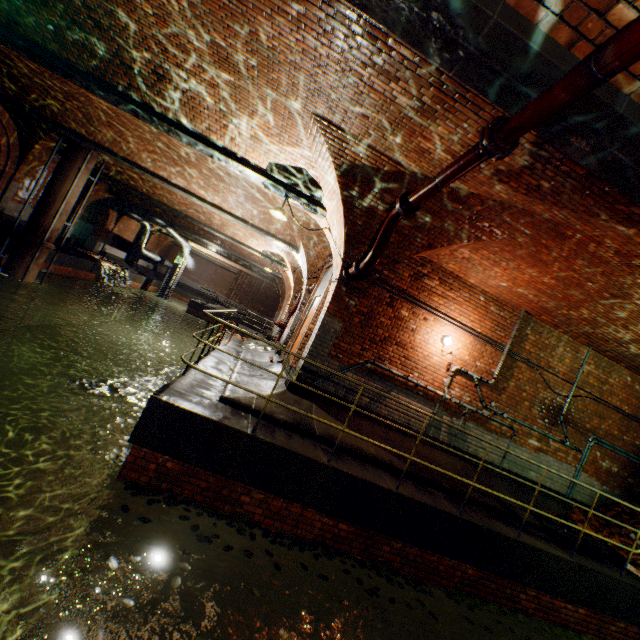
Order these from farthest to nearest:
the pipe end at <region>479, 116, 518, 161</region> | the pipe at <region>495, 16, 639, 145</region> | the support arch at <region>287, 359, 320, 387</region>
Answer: the support arch at <region>287, 359, 320, 387</region> < the pipe end at <region>479, 116, 518, 161</region> < the pipe at <region>495, 16, 639, 145</region>

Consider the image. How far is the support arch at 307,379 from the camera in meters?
6.9 m

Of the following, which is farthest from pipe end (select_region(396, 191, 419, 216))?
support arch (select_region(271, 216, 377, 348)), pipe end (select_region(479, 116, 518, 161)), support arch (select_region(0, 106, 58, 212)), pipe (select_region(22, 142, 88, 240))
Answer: support arch (select_region(0, 106, 58, 212))

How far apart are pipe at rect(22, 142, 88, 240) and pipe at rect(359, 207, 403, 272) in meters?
13.1

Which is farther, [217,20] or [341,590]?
[341,590]

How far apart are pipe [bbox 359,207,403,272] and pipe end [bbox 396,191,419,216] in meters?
0.0

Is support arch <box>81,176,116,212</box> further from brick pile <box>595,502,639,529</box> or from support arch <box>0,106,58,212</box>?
brick pile <box>595,502,639,529</box>
